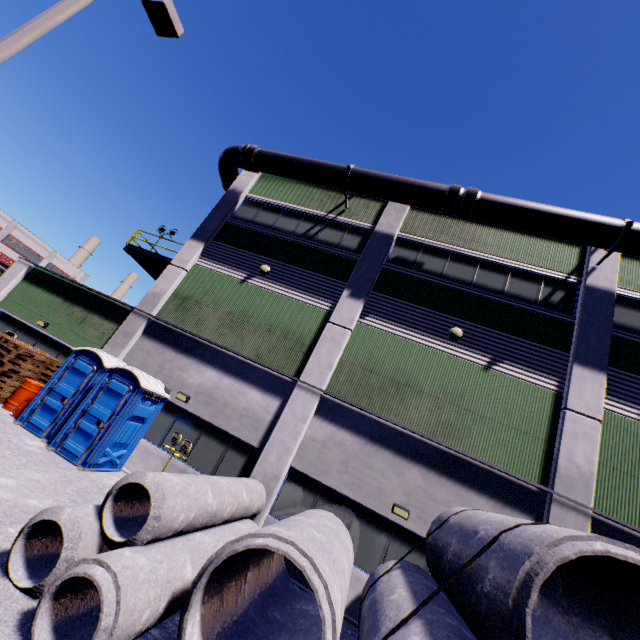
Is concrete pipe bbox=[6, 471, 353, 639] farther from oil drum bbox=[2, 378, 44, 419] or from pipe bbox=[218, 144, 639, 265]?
pipe bbox=[218, 144, 639, 265]

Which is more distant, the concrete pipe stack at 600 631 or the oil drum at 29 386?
the oil drum at 29 386

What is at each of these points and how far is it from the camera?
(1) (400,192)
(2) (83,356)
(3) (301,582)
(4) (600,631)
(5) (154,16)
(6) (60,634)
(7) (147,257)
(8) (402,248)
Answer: (1) pipe, 12.97m
(2) portable restroom, 10.81m
(3) building, 8.80m
(4) concrete pipe stack, 4.58m
(5) light, 7.30m
(6) concrete pipe, 3.73m
(7) balcony, 16.33m
(8) building, 13.68m

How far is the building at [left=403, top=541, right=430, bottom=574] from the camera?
8.7 meters

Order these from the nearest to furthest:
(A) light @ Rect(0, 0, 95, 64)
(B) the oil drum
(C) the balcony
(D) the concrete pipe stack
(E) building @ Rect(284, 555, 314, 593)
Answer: (D) the concrete pipe stack, (A) light @ Rect(0, 0, 95, 64), (E) building @ Rect(284, 555, 314, 593), (B) the oil drum, (C) the balcony

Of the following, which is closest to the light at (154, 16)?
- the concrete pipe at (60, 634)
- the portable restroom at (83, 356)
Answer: the portable restroom at (83, 356)

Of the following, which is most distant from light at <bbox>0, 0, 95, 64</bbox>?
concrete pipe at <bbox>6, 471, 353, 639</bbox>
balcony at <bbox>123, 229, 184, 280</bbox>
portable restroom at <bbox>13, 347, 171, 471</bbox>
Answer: balcony at <bbox>123, 229, 184, 280</bbox>
